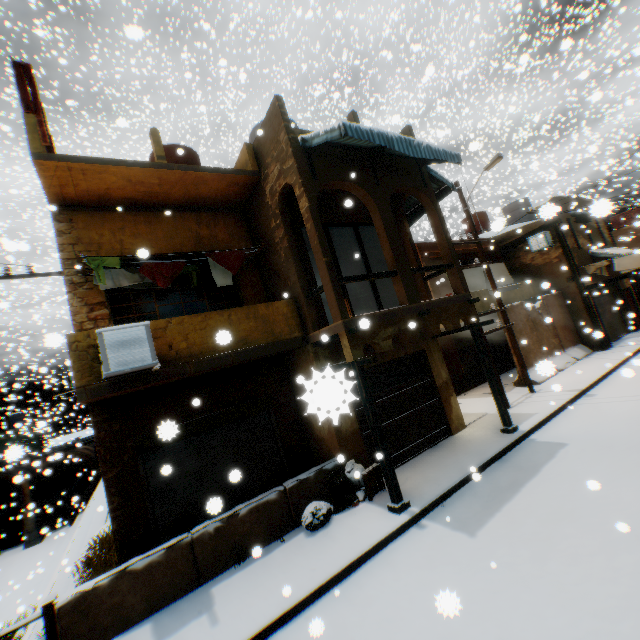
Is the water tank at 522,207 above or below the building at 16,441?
above

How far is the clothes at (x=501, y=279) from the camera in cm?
1658

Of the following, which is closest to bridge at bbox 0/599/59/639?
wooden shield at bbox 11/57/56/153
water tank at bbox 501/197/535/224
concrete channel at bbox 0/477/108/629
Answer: concrete channel at bbox 0/477/108/629

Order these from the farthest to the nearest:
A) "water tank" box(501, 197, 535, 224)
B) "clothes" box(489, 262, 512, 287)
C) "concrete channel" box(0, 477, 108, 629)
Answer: "water tank" box(501, 197, 535, 224)
"clothes" box(489, 262, 512, 287)
"concrete channel" box(0, 477, 108, 629)

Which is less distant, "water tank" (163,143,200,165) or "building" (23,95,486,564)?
"building" (23,95,486,564)

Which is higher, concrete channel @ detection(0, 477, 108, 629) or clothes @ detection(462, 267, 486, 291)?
clothes @ detection(462, 267, 486, 291)

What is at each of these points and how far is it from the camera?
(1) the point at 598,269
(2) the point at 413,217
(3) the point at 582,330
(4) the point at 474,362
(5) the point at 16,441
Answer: (1) clothes, 15.78m
(2) awning, 12.24m
(3) building, 16.34m
(4) rolling overhead door, 16.77m
(5) building, 36.38m

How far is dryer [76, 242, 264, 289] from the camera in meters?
6.9 m
